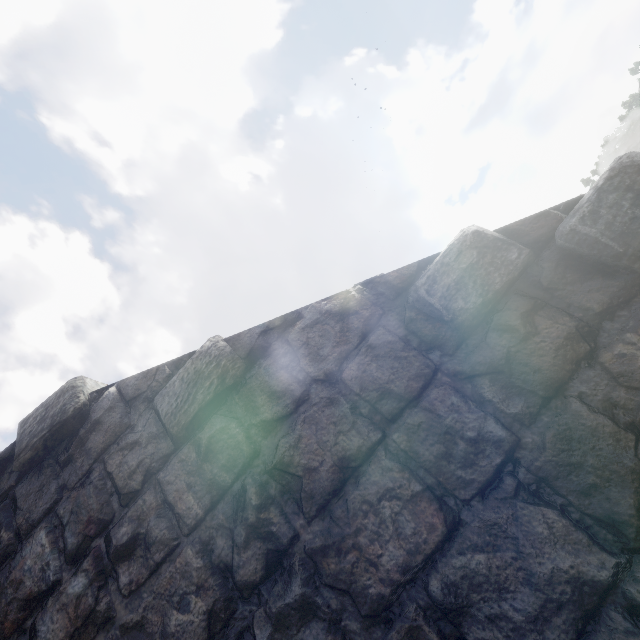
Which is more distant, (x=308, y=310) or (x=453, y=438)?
Answer: (x=308, y=310)
